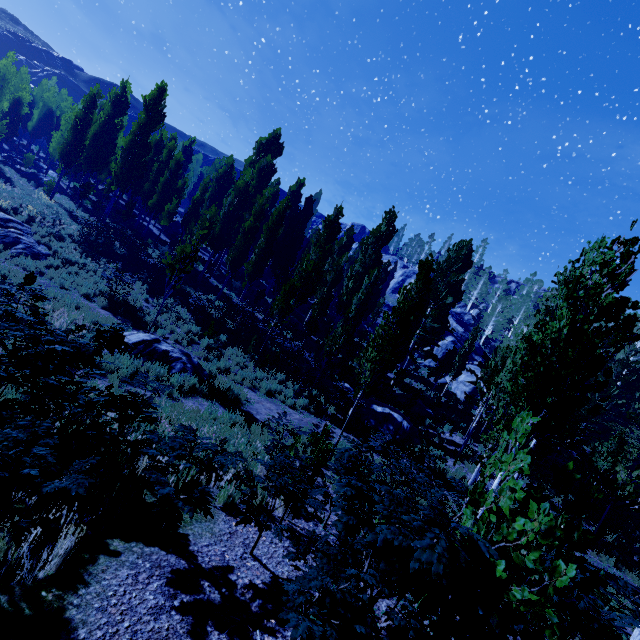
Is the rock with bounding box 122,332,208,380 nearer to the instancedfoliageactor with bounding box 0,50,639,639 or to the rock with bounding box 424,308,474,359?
the instancedfoliageactor with bounding box 0,50,639,639

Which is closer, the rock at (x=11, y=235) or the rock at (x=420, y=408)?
the rock at (x=11, y=235)

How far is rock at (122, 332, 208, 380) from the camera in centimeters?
1056cm

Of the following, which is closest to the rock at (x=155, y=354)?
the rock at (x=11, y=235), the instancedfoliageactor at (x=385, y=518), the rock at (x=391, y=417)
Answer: the instancedfoliageactor at (x=385, y=518)

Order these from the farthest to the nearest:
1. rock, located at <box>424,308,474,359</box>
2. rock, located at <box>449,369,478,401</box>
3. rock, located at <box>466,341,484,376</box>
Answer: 1. rock, located at <box>424,308,474,359</box>
2. rock, located at <box>466,341,484,376</box>
3. rock, located at <box>449,369,478,401</box>

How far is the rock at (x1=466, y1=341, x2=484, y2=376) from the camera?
36.0m

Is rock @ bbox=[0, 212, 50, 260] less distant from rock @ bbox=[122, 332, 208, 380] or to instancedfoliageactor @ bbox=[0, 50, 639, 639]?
instancedfoliageactor @ bbox=[0, 50, 639, 639]

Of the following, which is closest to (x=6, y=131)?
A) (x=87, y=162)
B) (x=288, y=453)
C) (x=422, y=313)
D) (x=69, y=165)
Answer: (x=87, y=162)
